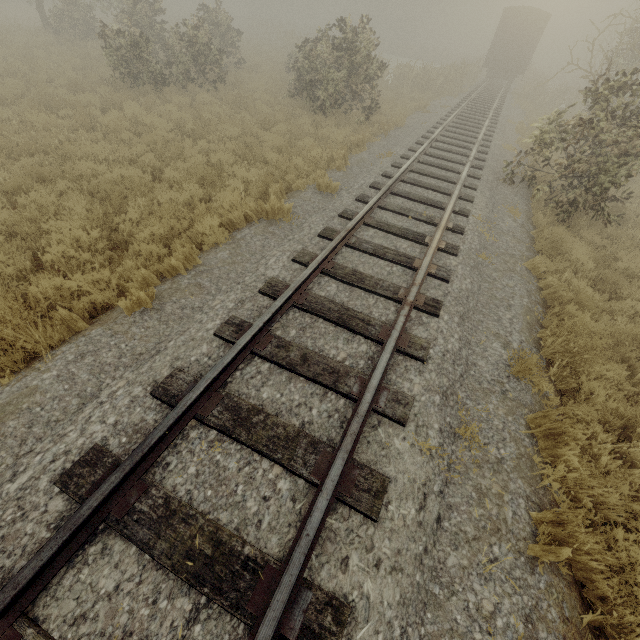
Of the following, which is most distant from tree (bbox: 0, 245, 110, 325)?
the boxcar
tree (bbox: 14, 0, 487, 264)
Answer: the boxcar

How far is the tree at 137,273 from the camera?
4.8 meters

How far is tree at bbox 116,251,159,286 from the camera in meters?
4.8 m

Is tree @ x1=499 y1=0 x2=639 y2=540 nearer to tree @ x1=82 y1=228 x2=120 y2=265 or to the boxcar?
tree @ x1=82 y1=228 x2=120 y2=265

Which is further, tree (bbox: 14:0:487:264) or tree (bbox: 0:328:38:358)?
tree (bbox: 14:0:487:264)

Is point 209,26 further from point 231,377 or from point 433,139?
point 231,377

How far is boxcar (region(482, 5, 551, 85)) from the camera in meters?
24.2

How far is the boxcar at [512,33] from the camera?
24.2m
